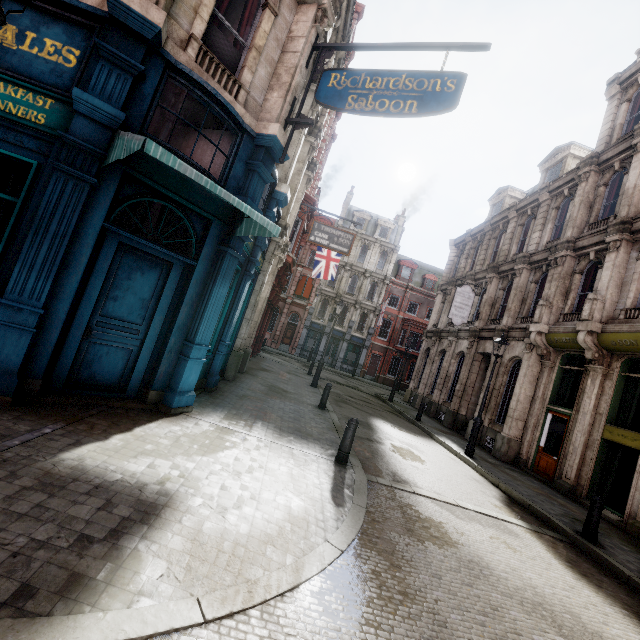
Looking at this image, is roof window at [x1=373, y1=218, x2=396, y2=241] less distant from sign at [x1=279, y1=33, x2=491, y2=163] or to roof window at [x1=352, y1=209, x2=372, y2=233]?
roof window at [x1=352, y1=209, x2=372, y2=233]

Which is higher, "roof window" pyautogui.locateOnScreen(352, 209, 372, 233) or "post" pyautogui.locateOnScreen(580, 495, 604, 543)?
"roof window" pyautogui.locateOnScreen(352, 209, 372, 233)

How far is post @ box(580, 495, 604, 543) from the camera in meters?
7.1 m

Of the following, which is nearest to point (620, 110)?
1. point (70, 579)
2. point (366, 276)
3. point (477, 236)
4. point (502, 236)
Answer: point (502, 236)

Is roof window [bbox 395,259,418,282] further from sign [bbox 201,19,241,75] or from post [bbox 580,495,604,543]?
sign [bbox 201,19,241,75]

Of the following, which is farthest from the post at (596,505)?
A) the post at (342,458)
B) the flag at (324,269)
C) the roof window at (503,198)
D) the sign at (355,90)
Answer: the roof window at (503,198)

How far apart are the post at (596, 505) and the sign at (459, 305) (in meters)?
12.24

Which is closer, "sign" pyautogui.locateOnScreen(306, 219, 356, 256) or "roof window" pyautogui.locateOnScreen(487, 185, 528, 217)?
"sign" pyautogui.locateOnScreen(306, 219, 356, 256)
